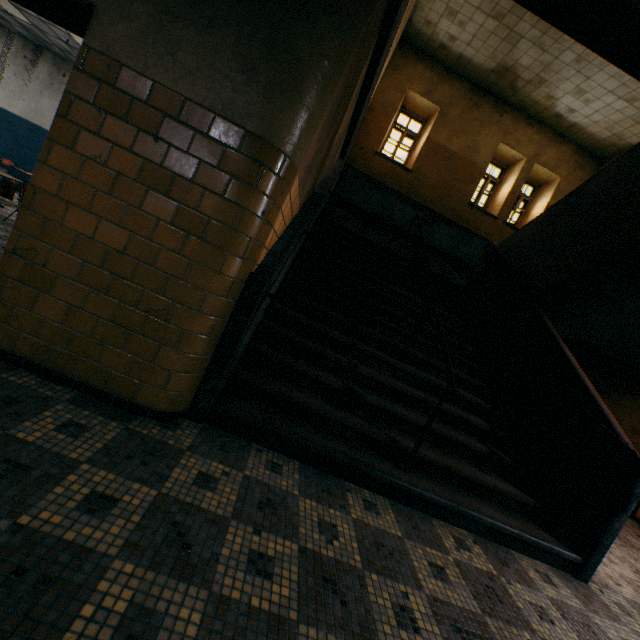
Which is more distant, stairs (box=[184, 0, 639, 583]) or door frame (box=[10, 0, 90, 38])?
stairs (box=[184, 0, 639, 583])

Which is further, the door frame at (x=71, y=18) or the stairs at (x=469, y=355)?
the stairs at (x=469, y=355)

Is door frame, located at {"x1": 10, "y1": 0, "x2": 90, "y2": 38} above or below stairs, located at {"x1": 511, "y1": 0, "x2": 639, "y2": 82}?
below

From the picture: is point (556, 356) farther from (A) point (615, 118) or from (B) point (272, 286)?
(A) point (615, 118)

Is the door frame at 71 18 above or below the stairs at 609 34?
below
